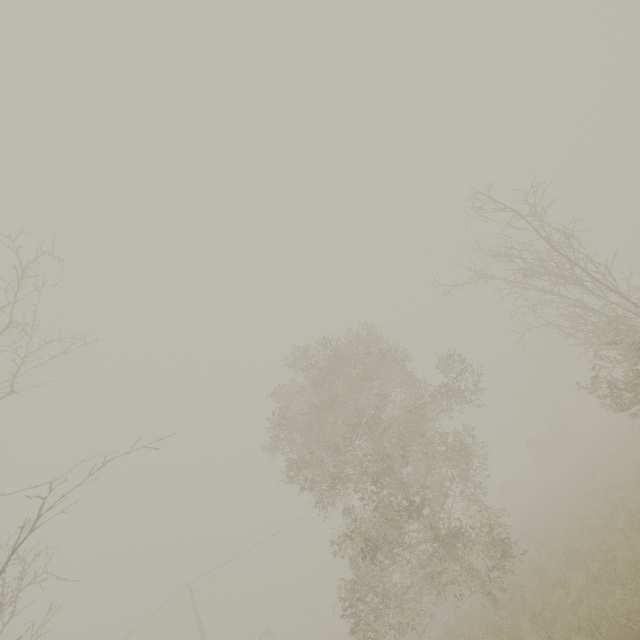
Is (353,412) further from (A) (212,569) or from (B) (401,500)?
(A) (212,569)
